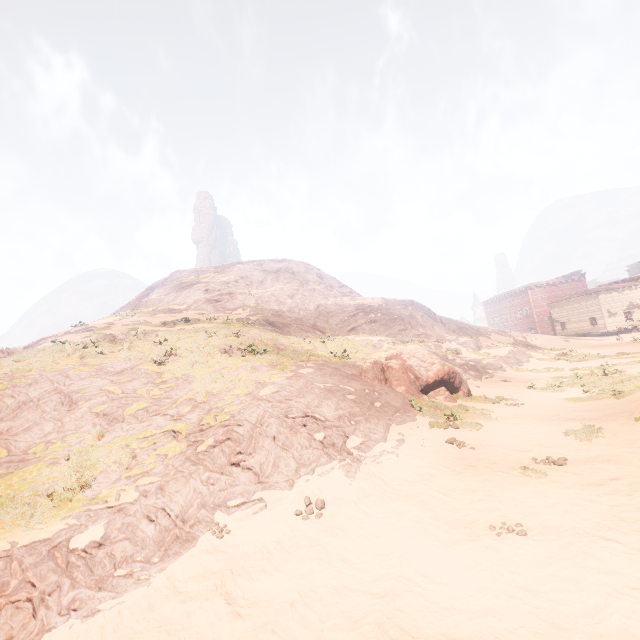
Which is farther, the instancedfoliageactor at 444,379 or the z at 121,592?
the instancedfoliageactor at 444,379

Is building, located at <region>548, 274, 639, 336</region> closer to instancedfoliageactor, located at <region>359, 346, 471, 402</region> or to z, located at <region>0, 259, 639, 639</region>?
z, located at <region>0, 259, 639, 639</region>

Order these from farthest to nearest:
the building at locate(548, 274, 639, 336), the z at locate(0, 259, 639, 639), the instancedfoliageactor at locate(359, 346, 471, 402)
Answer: the building at locate(548, 274, 639, 336) → the instancedfoliageactor at locate(359, 346, 471, 402) → the z at locate(0, 259, 639, 639)

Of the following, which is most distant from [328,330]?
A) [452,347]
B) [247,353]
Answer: [247,353]

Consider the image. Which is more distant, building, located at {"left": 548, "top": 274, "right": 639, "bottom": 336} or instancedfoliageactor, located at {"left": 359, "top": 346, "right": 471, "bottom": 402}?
building, located at {"left": 548, "top": 274, "right": 639, "bottom": 336}

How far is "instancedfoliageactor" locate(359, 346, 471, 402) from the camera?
15.0m

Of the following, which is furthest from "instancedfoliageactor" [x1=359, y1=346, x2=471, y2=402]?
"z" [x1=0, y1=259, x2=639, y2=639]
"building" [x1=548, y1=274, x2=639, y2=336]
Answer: "building" [x1=548, y1=274, x2=639, y2=336]

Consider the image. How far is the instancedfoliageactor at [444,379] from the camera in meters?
15.0 m
